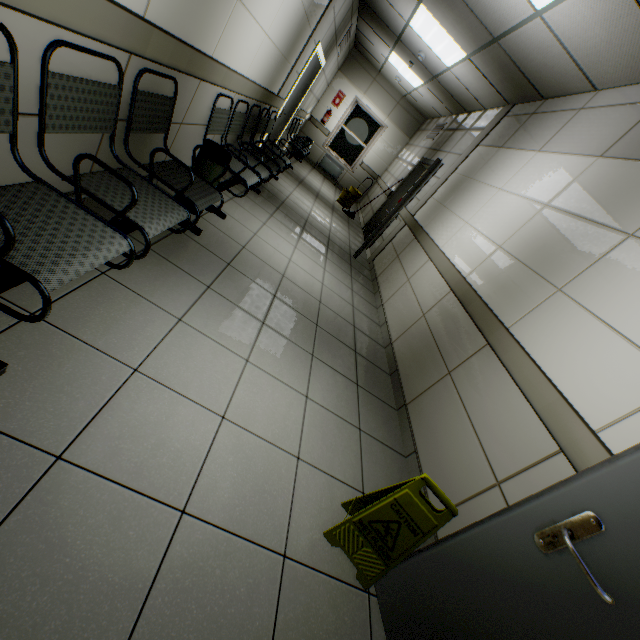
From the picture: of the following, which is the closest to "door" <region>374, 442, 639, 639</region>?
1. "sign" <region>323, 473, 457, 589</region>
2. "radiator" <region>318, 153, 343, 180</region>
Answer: "sign" <region>323, 473, 457, 589</region>

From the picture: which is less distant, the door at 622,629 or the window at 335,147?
the door at 622,629

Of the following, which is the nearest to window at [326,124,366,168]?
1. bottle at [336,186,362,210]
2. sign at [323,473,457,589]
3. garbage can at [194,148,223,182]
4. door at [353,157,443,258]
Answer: bottle at [336,186,362,210]

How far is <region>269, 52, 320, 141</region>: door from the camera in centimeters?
588cm

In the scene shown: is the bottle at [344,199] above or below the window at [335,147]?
below

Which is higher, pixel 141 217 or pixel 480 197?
pixel 480 197

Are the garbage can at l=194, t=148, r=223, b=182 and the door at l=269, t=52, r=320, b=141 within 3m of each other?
no

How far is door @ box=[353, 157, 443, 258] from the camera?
5.2 meters
